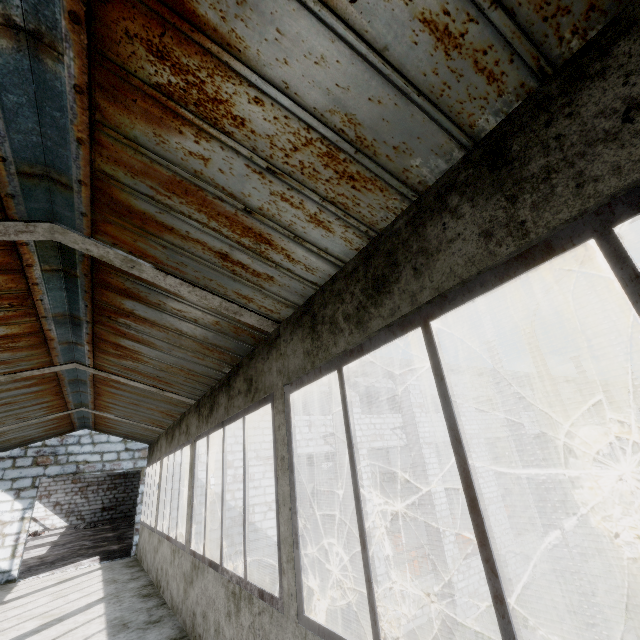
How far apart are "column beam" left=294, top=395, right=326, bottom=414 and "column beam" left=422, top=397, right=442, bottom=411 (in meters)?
13.00

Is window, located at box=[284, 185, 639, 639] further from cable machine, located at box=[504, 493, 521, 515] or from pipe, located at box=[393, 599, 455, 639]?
cable machine, located at box=[504, 493, 521, 515]

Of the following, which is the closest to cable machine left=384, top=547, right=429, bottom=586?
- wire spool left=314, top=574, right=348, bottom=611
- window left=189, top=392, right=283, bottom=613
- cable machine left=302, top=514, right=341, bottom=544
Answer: wire spool left=314, top=574, right=348, bottom=611

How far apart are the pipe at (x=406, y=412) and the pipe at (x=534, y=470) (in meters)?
8.76

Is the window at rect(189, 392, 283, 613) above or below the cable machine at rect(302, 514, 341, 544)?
above

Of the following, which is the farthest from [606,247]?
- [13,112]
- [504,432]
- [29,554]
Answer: [504,432]

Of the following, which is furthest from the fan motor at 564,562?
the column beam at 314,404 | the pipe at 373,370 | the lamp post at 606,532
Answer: the lamp post at 606,532

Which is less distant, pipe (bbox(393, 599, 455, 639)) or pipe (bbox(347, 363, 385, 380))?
pipe (bbox(393, 599, 455, 639))
